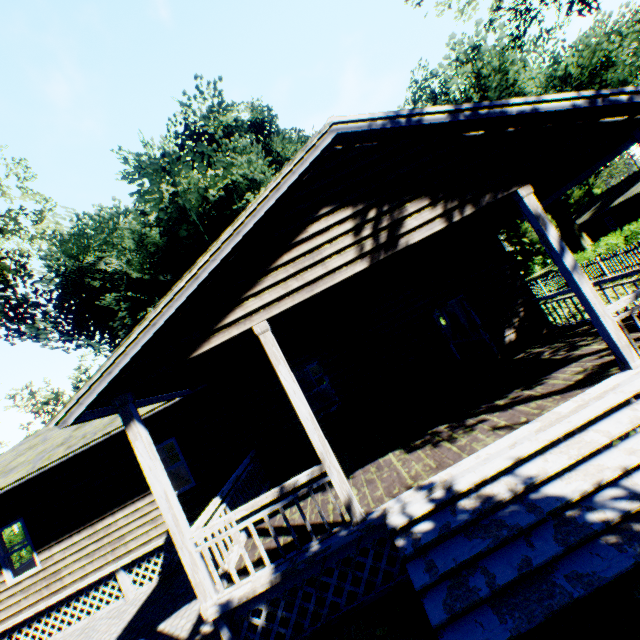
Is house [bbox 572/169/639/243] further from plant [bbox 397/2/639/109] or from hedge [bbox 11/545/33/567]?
hedge [bbox 11/545/33/567]

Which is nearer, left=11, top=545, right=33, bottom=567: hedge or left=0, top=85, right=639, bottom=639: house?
left=0, top=85, right=639, bottom=639: house

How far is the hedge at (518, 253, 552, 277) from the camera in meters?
49.6

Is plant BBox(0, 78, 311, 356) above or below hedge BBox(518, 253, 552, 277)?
above

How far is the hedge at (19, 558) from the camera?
15.87m

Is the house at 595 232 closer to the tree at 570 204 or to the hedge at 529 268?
the hedge at 529 268

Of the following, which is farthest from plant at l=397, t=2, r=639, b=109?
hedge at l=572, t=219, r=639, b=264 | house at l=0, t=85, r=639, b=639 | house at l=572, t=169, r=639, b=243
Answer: house at l=572, t=169, r=639, b=243

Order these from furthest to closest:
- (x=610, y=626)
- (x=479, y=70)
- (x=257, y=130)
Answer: (x=479, y=70)
(x=257, y=130)
(x=610, y=626)
